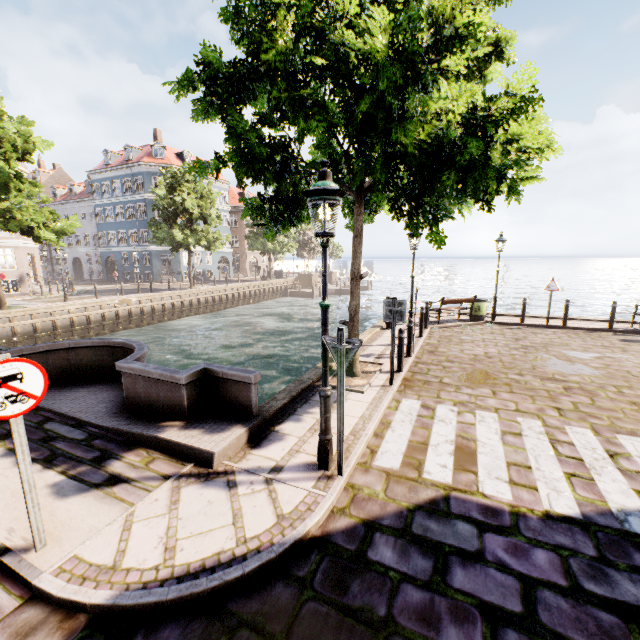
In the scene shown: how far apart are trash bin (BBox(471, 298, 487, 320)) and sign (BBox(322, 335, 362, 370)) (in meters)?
12.20

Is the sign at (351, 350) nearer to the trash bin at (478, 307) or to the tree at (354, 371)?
the tree at (354, 371)

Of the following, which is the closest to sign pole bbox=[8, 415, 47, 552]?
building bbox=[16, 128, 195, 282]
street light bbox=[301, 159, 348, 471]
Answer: street light bbox=[301, 159, 348, 471]

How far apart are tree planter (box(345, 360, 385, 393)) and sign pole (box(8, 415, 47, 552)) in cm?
490

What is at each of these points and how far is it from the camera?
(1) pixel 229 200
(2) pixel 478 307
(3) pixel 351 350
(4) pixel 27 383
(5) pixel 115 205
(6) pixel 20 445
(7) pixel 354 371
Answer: (1) building, 48.94m
(2) trash bin, 14.15m
(3) sign, 3.87m
(4) sign, 2.94m
(5) building, 40.34m
(6) sign pole, 2.95m
(7) tree, 7.66m

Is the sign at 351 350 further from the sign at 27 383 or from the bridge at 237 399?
the sign at 27 383

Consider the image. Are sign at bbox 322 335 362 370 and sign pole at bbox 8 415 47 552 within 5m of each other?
yes

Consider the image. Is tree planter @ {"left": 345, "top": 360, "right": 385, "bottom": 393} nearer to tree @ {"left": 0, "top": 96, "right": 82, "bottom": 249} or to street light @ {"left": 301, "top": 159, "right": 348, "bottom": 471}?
tree @ {"left": 0, "top": 96, "right": 82, "bottom": 249}
